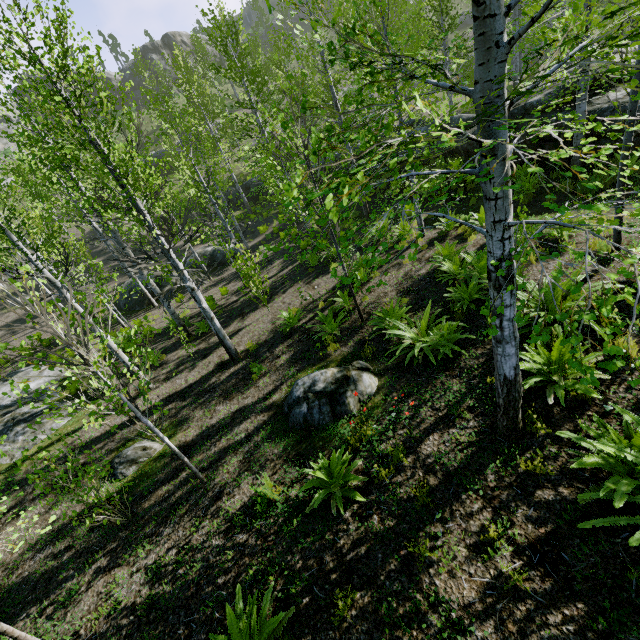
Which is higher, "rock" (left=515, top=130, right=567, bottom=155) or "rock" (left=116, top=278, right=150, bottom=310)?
"rock" (left=515, top=130, right=567, bottom=155)

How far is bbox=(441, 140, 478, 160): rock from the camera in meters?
13.0 m

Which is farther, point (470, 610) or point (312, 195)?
point (470, 610)

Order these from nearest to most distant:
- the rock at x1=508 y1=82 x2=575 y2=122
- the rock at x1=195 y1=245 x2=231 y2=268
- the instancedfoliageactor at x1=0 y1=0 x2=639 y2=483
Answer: the instancedfoliageactor at x1=0 y1=0 x2=639 y2=483 < the rock at x1=508 y1=82 x2=575 y2=122 < the rock at x1=195 y1=245 x2=231 y2=268

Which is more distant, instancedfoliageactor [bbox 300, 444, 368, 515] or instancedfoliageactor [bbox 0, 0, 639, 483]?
instancedfoliageactor [bbox 300, 444, 368, 515]

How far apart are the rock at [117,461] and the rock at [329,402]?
3.2 meters

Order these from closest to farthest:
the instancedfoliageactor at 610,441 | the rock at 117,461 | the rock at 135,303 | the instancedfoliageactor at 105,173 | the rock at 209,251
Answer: the instancedfoliageactor at 105,173
the instancedfoliageactor at 610,441
the rock at 117,461
the rock at 135,303
the rock at 209,251

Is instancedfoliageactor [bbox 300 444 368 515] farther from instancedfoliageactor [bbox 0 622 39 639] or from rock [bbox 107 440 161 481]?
rock [bbox 107 440 161 481]
